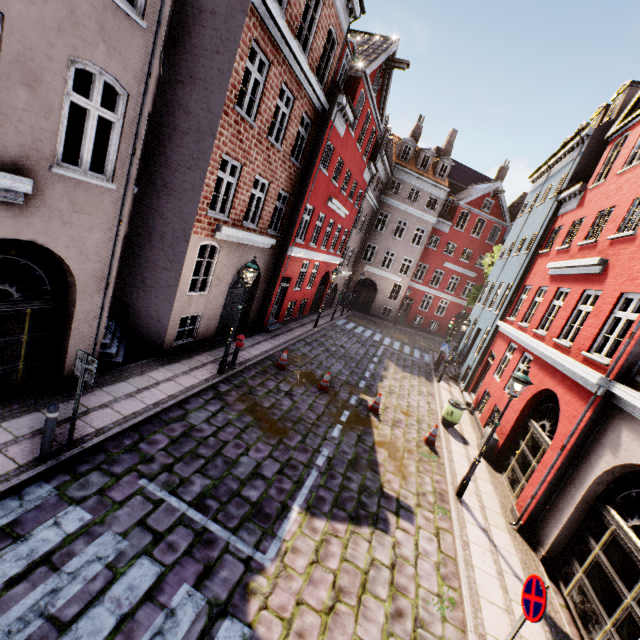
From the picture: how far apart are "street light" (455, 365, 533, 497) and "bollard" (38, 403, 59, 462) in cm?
927

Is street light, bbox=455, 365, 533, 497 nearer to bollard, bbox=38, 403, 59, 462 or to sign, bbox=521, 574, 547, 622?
sign, bbox=521, 574, 547, 622

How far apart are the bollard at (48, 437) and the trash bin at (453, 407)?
12.1 meters

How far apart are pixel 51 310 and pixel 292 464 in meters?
6.3

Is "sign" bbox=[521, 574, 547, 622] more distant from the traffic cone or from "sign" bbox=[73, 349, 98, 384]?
"sign" bbox=[73, 349, 98, 384]

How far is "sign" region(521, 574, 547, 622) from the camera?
4.1m

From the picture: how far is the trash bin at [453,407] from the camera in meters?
12.5

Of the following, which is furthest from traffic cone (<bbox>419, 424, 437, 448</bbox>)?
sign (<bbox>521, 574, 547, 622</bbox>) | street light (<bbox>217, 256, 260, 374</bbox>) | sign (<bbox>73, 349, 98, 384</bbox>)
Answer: sign (<bbox>73, 349, 98, 384</bbox>)
